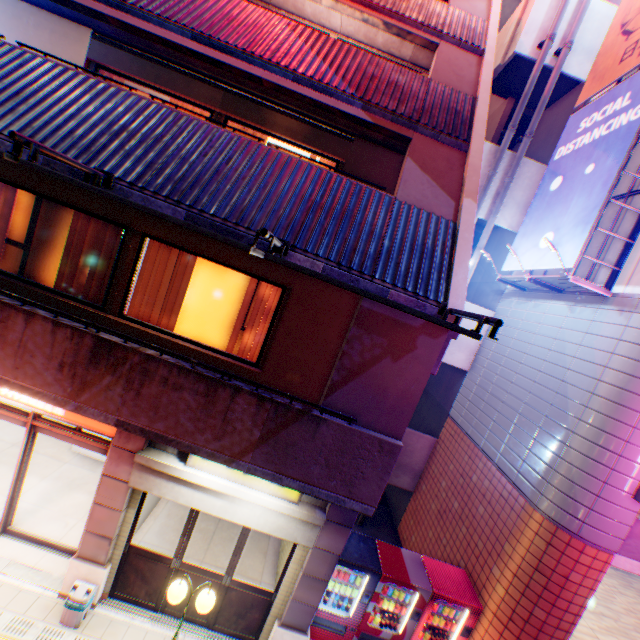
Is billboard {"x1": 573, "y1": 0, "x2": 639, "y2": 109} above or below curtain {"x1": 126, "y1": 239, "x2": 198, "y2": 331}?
above

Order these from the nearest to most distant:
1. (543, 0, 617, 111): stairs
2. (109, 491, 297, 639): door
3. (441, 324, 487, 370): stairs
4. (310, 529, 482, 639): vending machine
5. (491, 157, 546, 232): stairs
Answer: (109, 491, 297, 639): door, (310, 529, 482, 639): vending machine, (543, 0, 617, 111): stairs, (491, 157, 546, 232): stairs, (441, 324, 487, 370): stairs

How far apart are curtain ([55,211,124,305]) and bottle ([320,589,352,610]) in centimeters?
721cm

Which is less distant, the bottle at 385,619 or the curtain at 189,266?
the curtain at 189,266

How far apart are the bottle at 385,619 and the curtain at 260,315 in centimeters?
601cm

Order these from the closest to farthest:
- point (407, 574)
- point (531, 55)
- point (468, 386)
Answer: point (407, 574) → point (531, 55) → point (468, 386)

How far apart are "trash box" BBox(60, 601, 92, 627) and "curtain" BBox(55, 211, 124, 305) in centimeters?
522cm

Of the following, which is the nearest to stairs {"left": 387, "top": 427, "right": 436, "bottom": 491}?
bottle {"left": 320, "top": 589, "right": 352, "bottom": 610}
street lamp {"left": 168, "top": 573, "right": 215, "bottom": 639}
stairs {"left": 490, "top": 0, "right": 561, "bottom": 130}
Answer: bottle {"left": 320, "top": 589, "right": 352, "bottom": 610}
